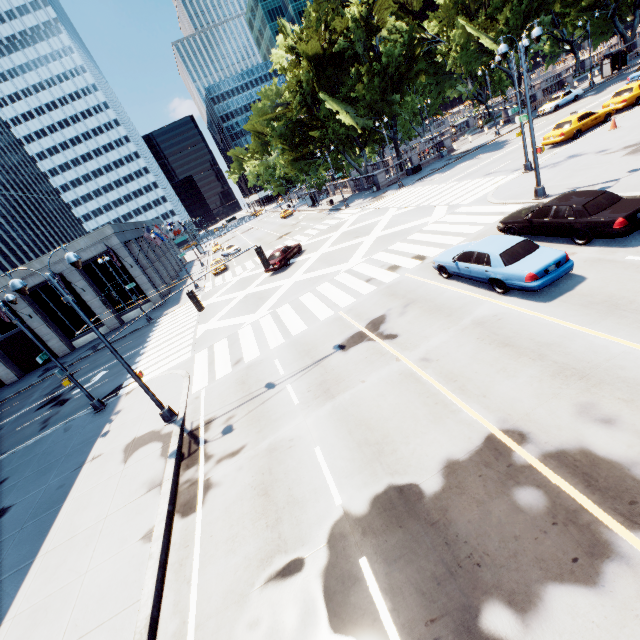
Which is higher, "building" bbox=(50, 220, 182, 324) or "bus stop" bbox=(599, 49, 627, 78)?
"building" bbox=(50, 220, 182, 324)

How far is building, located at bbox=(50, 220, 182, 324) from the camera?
33.5 meters

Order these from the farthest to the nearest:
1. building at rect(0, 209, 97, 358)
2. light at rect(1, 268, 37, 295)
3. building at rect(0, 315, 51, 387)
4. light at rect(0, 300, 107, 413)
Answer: building at rect(0, 315, 51, 387) → building at rect(0, 209, 97, 358) → light at rect(0, 300, 107, 413) → light at rect(1, 268, 37, 295)

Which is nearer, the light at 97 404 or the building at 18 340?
the light at 97 404

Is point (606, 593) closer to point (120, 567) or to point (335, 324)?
point (120, 567)

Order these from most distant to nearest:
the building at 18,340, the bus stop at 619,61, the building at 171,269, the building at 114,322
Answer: the bus stop at 619,61 → the building at 114,322 → the building at 18,340 → the building at 171,269

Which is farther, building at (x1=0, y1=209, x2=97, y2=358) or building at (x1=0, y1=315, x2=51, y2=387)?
building at (x1=0, y1=315, x2=51, y2=387)
